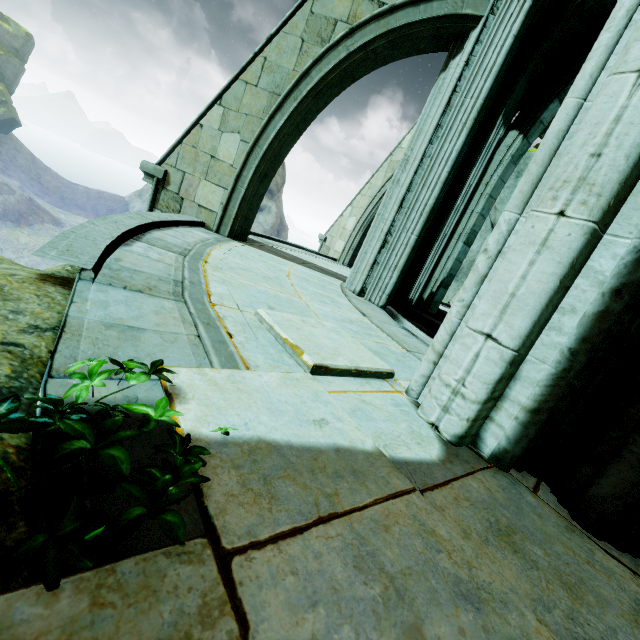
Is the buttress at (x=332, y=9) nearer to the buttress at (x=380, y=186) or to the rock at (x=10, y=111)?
the buttress at (x=380, y=186)

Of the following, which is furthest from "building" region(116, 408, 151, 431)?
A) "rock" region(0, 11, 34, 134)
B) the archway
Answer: "rock" region(0, 11, 34, 134)

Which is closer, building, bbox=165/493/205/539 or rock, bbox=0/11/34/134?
building, bbox=165/493/205/539

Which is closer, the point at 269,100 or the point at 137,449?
the point at 137,449

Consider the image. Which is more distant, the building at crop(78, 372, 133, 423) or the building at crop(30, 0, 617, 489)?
the building at crop(30, 0, 617, 489)

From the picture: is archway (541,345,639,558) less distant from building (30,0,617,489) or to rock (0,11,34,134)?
building (30,0,617,489)

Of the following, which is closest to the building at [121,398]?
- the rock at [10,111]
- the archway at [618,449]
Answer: the archway at [618,449]

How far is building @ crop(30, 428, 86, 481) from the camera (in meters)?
0.77
